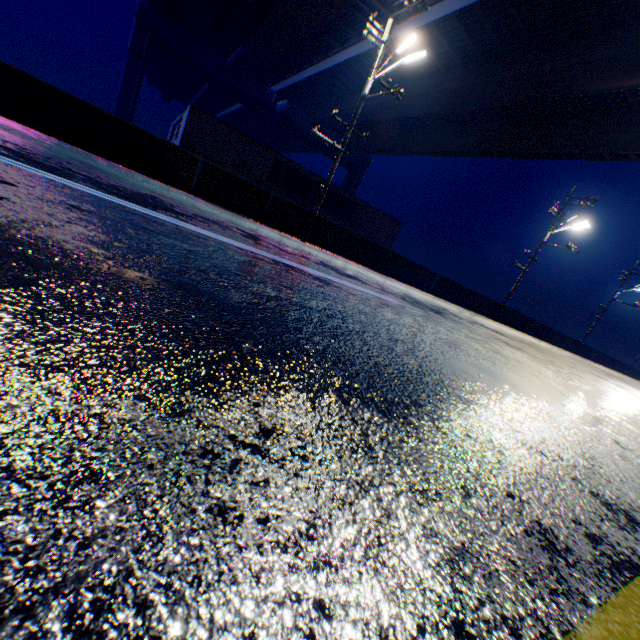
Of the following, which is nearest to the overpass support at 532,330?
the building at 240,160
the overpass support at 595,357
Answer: the overpass support at 595,357

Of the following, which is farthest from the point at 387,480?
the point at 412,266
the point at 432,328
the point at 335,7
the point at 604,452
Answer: the point at 335,7

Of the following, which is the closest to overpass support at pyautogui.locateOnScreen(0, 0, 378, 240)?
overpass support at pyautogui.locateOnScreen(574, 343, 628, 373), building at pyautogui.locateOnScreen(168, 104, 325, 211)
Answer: overpass support at pyautogui.locateOnScreen(574, 343, 628, 373)

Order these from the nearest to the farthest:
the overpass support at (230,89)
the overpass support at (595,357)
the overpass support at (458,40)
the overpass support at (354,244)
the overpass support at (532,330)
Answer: the overpass support at (230,89)
the overpass support at (354,244)
the overpass support at (458,40)
the overpass support at (532,330)
the overpass support at (595,357)

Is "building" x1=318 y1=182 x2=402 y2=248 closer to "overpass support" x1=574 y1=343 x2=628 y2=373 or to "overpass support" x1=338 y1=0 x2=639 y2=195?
"overpass support" x1=338 y1=0 x2=639 y2=195

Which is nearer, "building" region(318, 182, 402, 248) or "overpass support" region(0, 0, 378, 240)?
"overpass support" region(0, 0, 378, 240)

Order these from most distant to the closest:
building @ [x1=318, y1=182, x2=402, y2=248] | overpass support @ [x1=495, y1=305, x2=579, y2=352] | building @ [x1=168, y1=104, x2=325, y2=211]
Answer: building @ [x1=318, y1=182, x2=402, y2=248] → overpass support @ [x1=495, y1=305, x2=579, y2=352] → building @ [x1=168, y1=104, x2=325, y2=211]

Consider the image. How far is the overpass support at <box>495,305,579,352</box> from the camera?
24.2 meters
